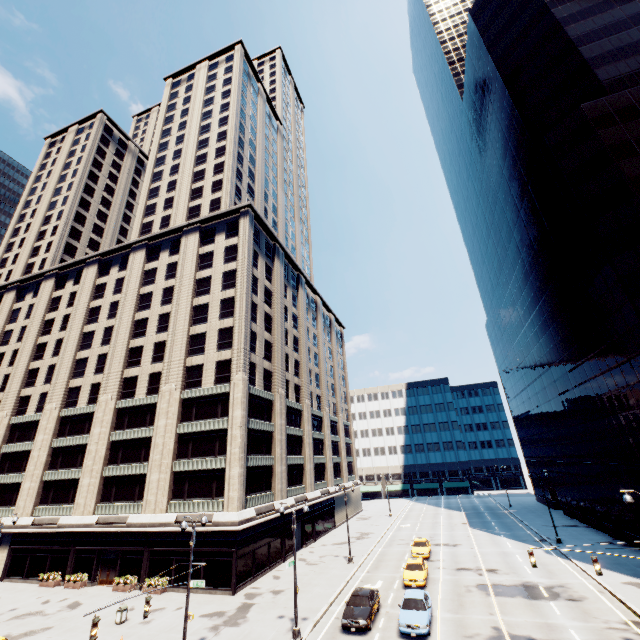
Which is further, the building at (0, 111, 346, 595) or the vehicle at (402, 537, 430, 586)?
the building at (0, 111, 346, 595)

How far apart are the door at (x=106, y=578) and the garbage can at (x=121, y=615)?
10.04m

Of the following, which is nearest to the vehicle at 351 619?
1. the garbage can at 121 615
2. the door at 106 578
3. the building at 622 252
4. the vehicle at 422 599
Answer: the vehicle at 422 599

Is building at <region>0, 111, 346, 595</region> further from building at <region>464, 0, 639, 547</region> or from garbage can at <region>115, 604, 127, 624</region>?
building at <region>464, 0, 639, 547</region>

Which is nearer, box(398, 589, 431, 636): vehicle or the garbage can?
box(398, 589, 431, 636): vehicle

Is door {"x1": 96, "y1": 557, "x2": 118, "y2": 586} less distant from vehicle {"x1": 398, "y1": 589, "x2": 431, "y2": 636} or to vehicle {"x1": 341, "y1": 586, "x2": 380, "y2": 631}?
vehicle {"x1": 341, "y1": 586, "x2": 380, "y2": 631}

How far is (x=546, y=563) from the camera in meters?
30.8

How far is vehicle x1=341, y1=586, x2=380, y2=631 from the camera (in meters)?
20.28
